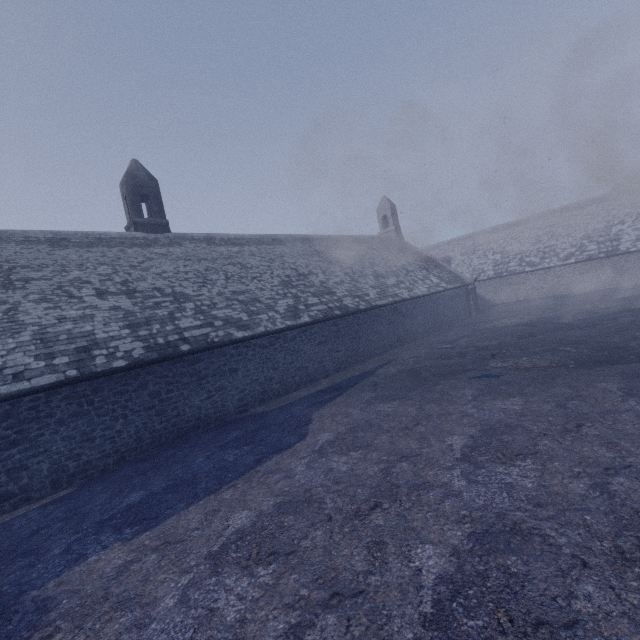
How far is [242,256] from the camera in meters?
18.7 m
